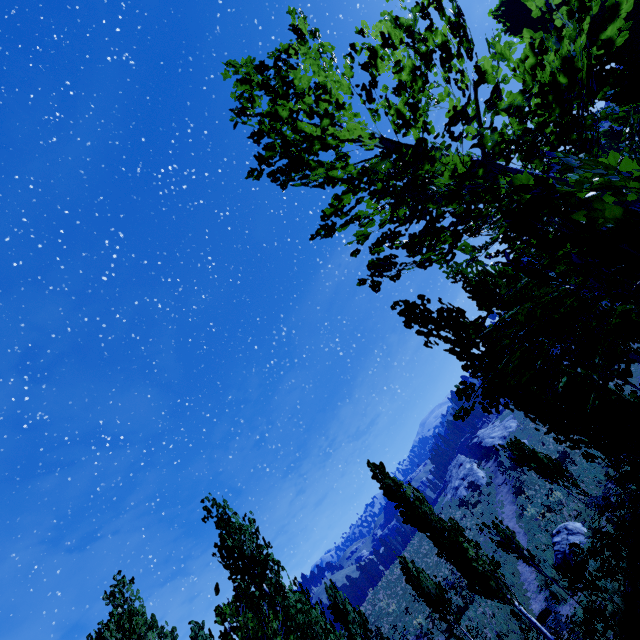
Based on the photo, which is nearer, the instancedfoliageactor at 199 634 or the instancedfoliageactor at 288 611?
the instancedfoliageactor at 288 611

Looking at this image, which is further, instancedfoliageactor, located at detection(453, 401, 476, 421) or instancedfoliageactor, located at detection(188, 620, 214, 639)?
instancedfoliageactor, located at detection(188, 620, 214, 639)

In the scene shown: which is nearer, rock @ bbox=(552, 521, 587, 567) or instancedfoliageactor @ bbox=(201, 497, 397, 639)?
instancedfoliageactor @ bbox=(201, 497, 397, 639)

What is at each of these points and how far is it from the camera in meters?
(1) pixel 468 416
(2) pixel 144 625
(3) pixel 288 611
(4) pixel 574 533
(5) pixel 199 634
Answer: (1) instancedfoliageactor, 3.9 m
(2) instancedfoliageactor, 12.1 m
(3) instancedfoliageactor, 7.9 m
(4) rock, 15.9 m
(5) instancedfoliageactor, 19.6 m

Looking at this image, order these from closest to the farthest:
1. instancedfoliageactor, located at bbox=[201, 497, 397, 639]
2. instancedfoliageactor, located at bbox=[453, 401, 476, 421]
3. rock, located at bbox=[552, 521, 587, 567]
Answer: instancedfoliageactor, located at bbox=[453, 401, 476, 421] → instancedfoliageactor, located at bbox=[201, 497, 397, 639] → rock, located at bbox=[552, 521, 587, 567]

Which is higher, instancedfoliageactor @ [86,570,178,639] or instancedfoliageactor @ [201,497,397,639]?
instancedfoliageactor @ [86,570,178,639]
